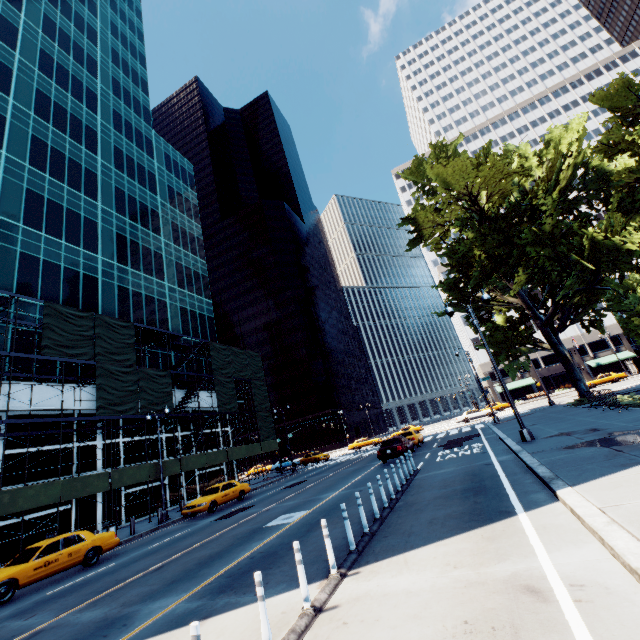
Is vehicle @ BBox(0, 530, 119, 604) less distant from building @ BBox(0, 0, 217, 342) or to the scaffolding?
the scaffolding

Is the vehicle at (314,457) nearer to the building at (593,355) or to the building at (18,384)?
the building at (18,384)

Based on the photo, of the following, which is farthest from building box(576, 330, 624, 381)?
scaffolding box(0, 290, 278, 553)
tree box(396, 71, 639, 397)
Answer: scaffolding box(0, 290, 278, 553)

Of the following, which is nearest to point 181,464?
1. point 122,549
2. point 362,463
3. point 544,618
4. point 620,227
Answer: point 122,549

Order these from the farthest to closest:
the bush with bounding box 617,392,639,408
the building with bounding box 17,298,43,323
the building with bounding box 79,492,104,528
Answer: the building with bounding box 17,298,43,323
the building with bounding box 79,492,104,528
the bush with bounding box 617,392,639,408

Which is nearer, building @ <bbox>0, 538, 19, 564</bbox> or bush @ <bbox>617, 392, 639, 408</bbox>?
Result: bush @ <bbox>617, 392, 639, 408</bbox>

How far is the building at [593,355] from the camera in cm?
5766

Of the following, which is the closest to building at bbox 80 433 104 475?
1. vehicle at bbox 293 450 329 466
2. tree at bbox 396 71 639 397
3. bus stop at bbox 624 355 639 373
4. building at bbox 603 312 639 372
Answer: vehicle at bbox 293 450 329 466
